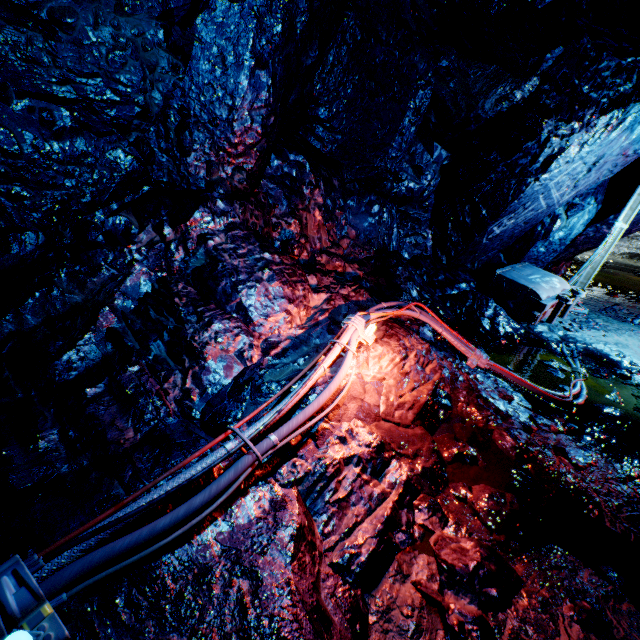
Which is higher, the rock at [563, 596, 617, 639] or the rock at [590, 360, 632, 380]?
the rock at [563, 596, 617, 639]

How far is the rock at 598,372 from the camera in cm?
489

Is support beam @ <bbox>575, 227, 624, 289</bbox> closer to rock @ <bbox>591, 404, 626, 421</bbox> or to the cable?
rock @ <bbox>591, 404, 626, 421</bbox>

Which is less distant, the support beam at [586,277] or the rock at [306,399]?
the rock at [306,399]

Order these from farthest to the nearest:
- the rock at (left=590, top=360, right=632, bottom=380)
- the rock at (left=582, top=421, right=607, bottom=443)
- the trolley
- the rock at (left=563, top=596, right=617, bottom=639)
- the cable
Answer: the trolley → the rock at (left=590, top=360, right=632, bottom=380) → the rock at (left=582, top=421, right=607, bottom=443) → the rock at (left=563, top=596, right=617, bottom=639) → the cable

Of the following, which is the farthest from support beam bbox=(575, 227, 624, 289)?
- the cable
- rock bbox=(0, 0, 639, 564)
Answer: the cable

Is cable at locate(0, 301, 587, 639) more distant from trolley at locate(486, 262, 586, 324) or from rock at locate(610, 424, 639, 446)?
trolley at locate(486, 262, 586, 324)

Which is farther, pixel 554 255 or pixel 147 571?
pixel 554 255
